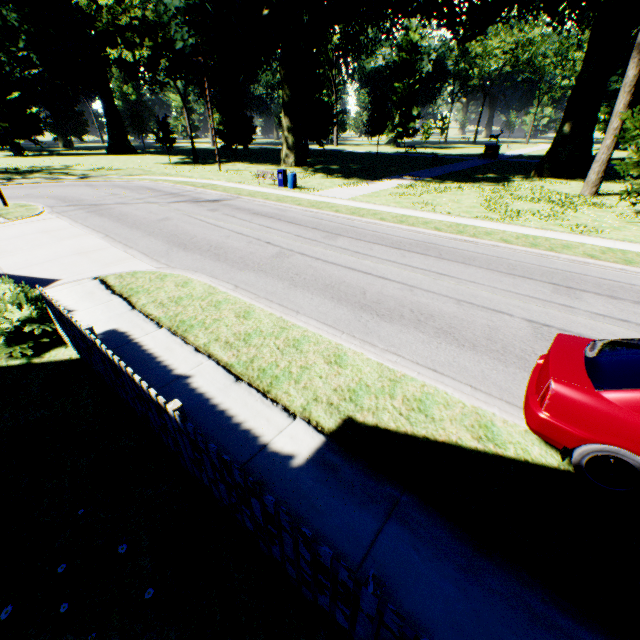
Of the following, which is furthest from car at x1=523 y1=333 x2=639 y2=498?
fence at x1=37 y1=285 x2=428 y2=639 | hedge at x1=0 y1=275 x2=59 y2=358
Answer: hedge at x1=0 y1=275 x2=59 y2=358

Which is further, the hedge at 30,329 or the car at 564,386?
the hedge at 30,329

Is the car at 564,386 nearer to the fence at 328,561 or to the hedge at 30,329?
the fence at 328,561

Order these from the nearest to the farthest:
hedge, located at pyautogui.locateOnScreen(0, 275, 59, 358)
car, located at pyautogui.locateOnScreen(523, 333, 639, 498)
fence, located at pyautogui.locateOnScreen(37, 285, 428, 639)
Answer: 1. fence, located at pyautogui.locateOnScreen(37, 285, 428, 639)
2. car, located at pyautogui.locateOnScreen(523, 333, 639, 498)
3. hedge, located at pyautogui.locateOnScreen(0, 275, 59, 358)

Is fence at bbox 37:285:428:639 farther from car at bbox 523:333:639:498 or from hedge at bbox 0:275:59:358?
car at bbox 523:333:639:498

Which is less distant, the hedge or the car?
the car

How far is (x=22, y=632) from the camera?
2.9 meters
